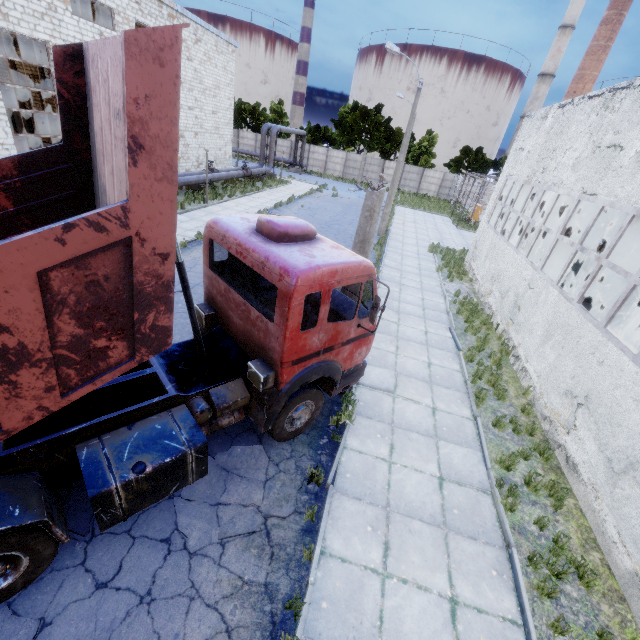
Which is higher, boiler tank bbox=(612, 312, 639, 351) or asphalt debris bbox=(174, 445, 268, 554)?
boiler tank bbox=(612, 312, 639, 351)

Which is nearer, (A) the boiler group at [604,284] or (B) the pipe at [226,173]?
(A) the boiler group at [604,284]

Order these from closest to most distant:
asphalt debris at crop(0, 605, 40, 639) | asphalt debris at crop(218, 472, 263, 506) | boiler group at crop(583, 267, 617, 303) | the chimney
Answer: asphalt debris at crop(0, 605, 40, 639), asphalt debris at crop(218, 472, 263, 506), boiler group at crop(583, 267, 617, 303), the chimney

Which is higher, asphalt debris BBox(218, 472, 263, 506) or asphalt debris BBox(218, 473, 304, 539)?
asphalt debris BBox(218, 473, 304, 539)

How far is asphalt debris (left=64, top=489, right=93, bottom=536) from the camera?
4.5 meters

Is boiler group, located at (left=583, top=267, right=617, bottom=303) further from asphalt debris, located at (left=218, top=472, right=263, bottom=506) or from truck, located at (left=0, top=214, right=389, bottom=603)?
asphalt debris, located at (left=218, top=472, right=263, bottom=506)

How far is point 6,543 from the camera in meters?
3.4

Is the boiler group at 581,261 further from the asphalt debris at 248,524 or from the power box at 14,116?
the power box at 14,116
